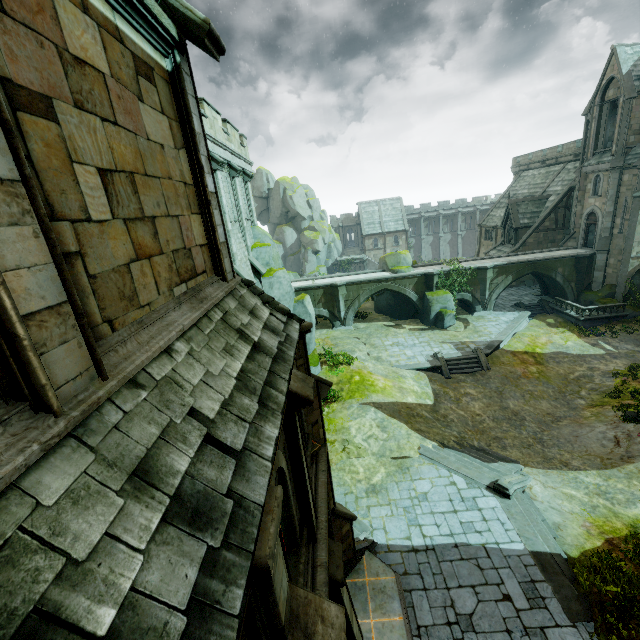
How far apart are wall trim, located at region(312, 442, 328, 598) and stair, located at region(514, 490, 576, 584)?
9.00m

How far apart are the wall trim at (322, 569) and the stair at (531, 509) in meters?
9.0 m

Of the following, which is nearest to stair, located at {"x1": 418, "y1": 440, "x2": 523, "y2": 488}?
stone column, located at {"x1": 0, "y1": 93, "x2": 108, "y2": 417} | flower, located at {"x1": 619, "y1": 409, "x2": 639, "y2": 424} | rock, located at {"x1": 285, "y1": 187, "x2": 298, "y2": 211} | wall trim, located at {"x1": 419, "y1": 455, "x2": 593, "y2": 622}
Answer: wall trim, located at {"x1": 419, "y1": 455, "x2": 593, "y2": 622}

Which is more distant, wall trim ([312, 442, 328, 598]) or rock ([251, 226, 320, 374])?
rock ([251, 226, 320, 374])

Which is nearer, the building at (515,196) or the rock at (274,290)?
the rock at (274,290)

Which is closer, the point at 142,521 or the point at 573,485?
the point at 142,521

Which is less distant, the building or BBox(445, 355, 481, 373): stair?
BBox(445, 355, 481, 373): stair

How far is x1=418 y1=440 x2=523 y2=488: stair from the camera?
14.19m
